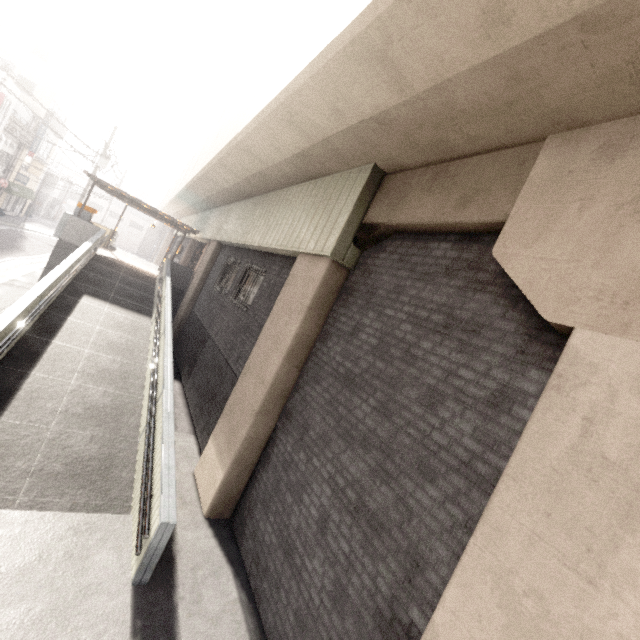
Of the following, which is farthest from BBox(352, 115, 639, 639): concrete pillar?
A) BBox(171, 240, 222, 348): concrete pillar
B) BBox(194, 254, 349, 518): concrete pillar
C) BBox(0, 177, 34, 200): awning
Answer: BBox(0, 177, 34, 200): awning

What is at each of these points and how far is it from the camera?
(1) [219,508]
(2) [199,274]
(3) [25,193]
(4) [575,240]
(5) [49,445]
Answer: (1) concrete pillar, 5.9 meters
(2) concrete pillar, 14.5 meters
(3) awning, 30.2 meters
(4) concrete pillar, 2.8 meters
(5) ramp, 5.5 meters

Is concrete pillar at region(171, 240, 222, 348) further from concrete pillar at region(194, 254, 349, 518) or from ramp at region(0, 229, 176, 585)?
concrete pillar at region(194, 254, 349, 518)

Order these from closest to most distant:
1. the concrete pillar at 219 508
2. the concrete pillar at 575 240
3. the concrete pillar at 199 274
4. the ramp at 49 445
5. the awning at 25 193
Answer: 1. the concrete pillar at 575 240
2. the ramp at 49 445
3. the concrete pillar at 219 508
4. the concrete pillar at 199 274
5. the awning at 25 193

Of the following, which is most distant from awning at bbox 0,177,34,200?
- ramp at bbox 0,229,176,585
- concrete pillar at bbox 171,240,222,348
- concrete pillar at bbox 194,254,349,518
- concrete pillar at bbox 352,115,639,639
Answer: concrete pillar at bbox 352,115,639,639

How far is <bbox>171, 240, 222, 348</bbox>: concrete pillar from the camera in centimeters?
1426cm

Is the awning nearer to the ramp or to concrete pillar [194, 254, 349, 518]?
the ramp

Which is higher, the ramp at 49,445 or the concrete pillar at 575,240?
the concrete pillar at 575,240
